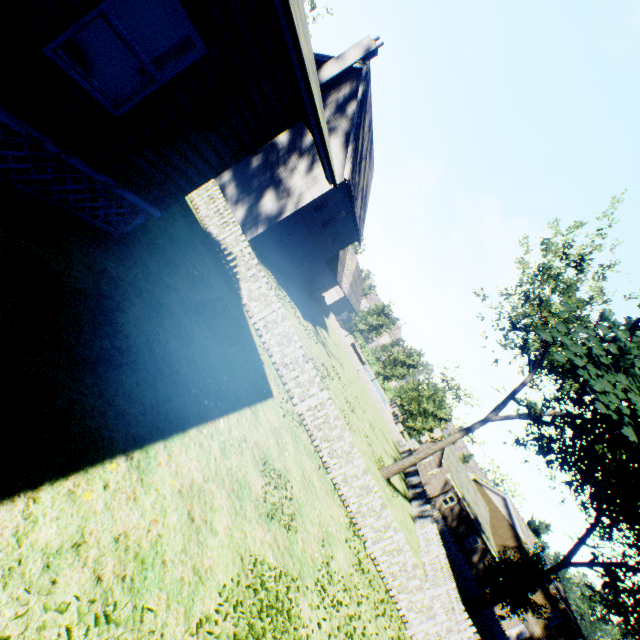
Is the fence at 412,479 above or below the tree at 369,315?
below

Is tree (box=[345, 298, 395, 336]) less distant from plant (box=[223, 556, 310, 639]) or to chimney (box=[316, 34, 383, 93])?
plant (box=[223, 556, 310, 639])

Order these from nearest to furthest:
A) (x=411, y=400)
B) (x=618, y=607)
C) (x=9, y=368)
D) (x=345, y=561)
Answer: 1. (x=9, y=368)
2. (x=345, y=561)
3. (x=618, y=607)
4. (x=411, y=400)

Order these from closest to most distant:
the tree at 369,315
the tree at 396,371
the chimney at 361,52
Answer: the chimney at 361,52 → the tree at 396,371 → the tree at 369,315

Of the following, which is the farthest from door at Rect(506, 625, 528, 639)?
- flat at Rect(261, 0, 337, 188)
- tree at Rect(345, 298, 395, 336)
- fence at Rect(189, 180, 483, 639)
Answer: flat at Rect(261, 0, 337, 188)

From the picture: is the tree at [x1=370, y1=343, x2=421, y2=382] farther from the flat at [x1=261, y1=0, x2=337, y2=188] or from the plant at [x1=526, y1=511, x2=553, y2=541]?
the flat at [x1=261, y1=0, x2=337, y2=188]

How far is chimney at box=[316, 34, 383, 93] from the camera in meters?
18.5

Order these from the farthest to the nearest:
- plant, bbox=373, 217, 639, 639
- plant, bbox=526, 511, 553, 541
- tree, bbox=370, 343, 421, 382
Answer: plant, bbox=526, 511, 553, 541 < tree, bbox=370, 343, 421, 382 < plant, bbox=373, 217, 639, 639
